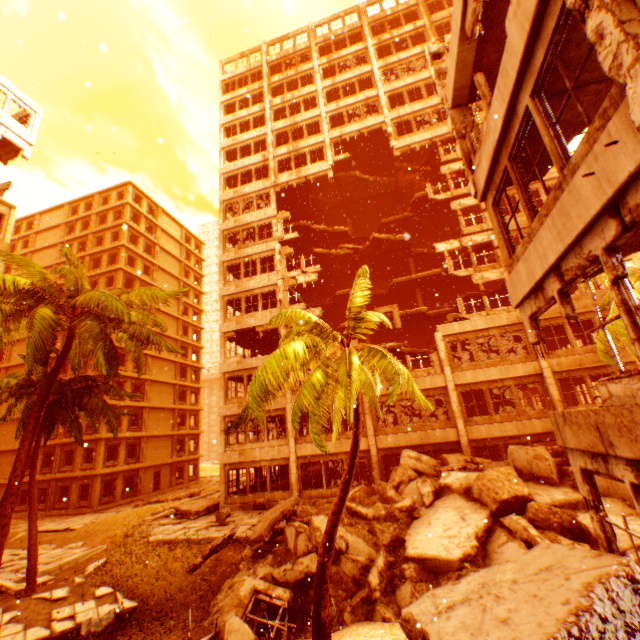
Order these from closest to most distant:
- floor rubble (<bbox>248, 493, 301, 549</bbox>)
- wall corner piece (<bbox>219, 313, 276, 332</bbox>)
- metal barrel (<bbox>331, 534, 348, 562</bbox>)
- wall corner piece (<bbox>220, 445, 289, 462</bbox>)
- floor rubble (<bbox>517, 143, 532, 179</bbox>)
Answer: floor rubble (<bbox>517, 143, 532, 179</bbox>), metal barrel (<bbox>331, 534, 348, 562</bbox>), floor rubble (<bbox>248, 493, 301, 549</bbox>), wall corner piece (<bbox>220, 445, 289, 462</bbox>), wall corner piece (<bbox>219, 313, 276, 332</bbox>)

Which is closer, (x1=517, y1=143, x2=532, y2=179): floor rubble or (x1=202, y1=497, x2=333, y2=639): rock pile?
(x1=517, y1=143, x2=532, y2=179): floor rubble

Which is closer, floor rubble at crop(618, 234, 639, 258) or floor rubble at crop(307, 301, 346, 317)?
floor rubble at crop(618, 234, 639, 258)

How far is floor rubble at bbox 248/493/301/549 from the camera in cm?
1207

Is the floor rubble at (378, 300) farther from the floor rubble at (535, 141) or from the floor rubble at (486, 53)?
the floor rubble at (535, 141)

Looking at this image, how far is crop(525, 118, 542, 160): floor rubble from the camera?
6.6m

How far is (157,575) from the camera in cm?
1196

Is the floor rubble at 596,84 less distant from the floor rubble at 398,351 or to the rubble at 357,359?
the rubble at 357,359
